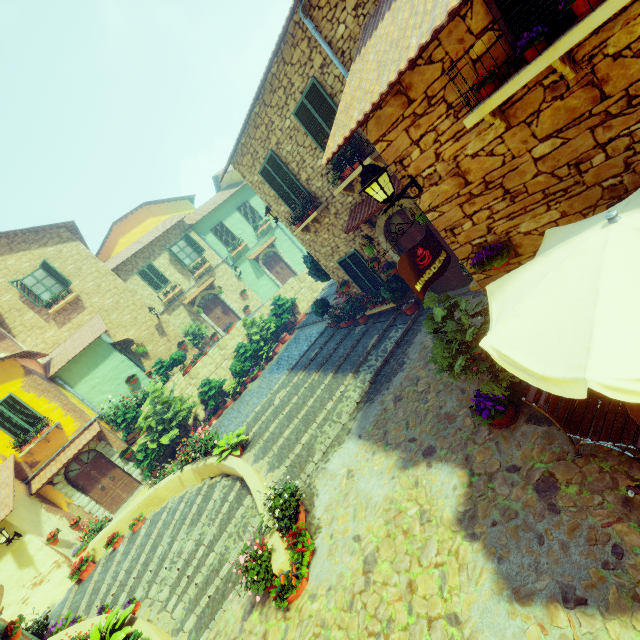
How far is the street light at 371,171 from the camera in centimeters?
413cm

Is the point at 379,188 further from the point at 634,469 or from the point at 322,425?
the point at 322,425

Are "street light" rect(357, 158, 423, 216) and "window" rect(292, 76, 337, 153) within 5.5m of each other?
yes

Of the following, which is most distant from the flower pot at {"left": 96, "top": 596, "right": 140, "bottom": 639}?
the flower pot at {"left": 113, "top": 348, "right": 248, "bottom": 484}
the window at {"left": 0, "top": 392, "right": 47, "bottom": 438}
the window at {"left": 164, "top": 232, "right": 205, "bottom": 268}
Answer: the window at {"left": 164, "top": 232, "right": 205, "bottom": 268}

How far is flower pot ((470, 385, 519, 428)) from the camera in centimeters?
506cm

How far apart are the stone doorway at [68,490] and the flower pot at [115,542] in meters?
2.9

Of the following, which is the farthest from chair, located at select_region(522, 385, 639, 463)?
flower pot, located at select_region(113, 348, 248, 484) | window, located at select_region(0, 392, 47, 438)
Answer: window, located at select_region(0, 392, 47, 438)

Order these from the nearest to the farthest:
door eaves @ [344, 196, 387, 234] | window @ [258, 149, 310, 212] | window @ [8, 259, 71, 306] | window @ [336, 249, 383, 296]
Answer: door eaves @ [344, 196, 387, 234] → window @ [258, 149, 310, 212] → window @ [336, 249, 383, 296] → window @ [8, 259, 71, 306]
